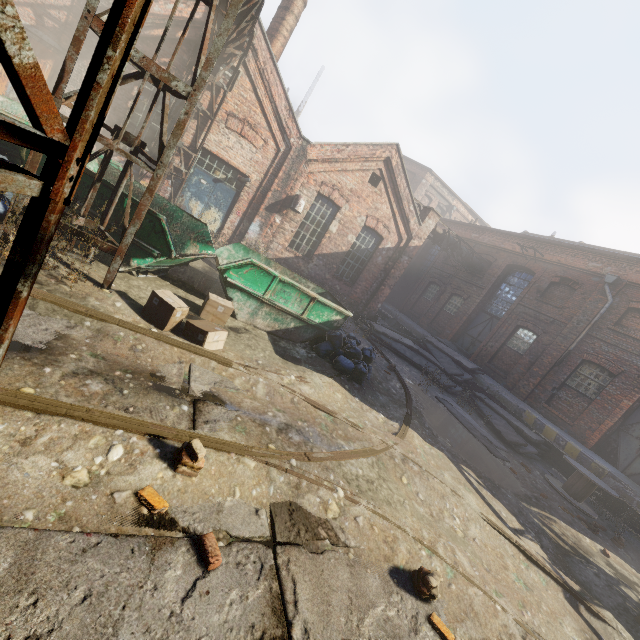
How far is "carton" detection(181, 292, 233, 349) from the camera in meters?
5.2

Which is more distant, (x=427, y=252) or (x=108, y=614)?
(x=427, y=252)

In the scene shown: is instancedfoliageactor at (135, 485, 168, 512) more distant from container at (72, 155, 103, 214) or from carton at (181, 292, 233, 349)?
container at (72, 155, 103, 214)

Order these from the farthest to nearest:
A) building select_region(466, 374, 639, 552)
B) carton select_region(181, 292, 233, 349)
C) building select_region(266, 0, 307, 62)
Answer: building select_region(266, 0, 307, 62)
building select_region(466, 374, 639, 552)
carton select_region(181, 292, 233, 349)

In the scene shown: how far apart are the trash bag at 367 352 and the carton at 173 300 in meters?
3.0 m

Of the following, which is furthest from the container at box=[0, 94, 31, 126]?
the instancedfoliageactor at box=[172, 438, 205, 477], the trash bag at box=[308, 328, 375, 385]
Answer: the instancedfoliageactor at box=[172, 438, 205, 477]

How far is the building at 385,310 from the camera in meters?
20.1 m

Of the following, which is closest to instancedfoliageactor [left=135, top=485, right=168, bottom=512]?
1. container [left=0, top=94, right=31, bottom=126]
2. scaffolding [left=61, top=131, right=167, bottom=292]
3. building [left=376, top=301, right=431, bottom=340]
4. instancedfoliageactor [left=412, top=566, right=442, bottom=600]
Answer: instancedfoliageactor [left=412, top=566, right=442, bottom=600]
